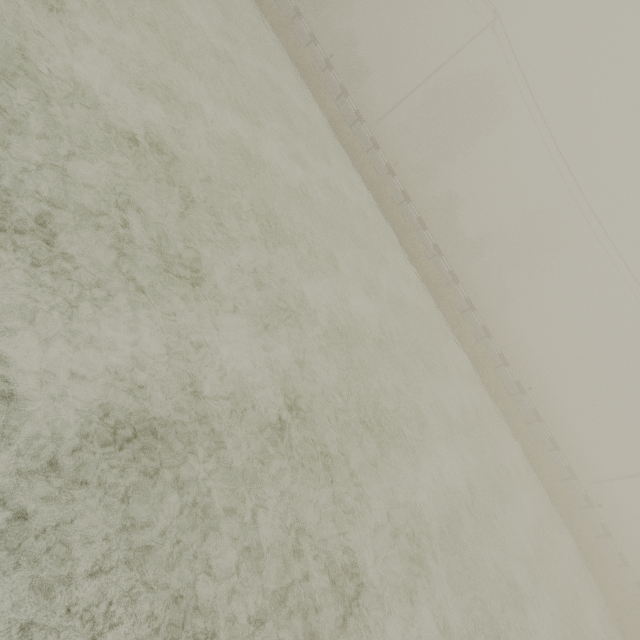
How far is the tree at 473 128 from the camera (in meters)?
39.69

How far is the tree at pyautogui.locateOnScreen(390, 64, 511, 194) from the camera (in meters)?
39.69

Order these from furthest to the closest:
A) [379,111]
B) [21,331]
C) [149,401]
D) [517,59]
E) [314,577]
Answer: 1. [379,111]
2. [517,59]
3. [314,577]
4. [149,401]
5. [21,331]
